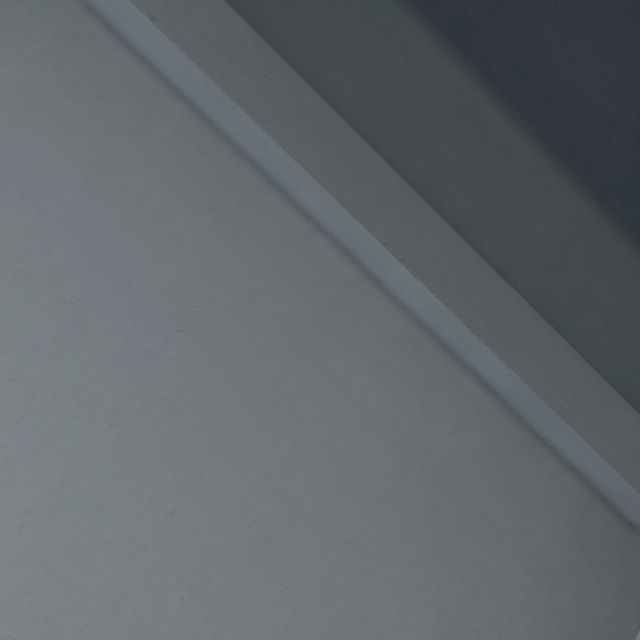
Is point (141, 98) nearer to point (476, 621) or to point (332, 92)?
point (332, 92)
